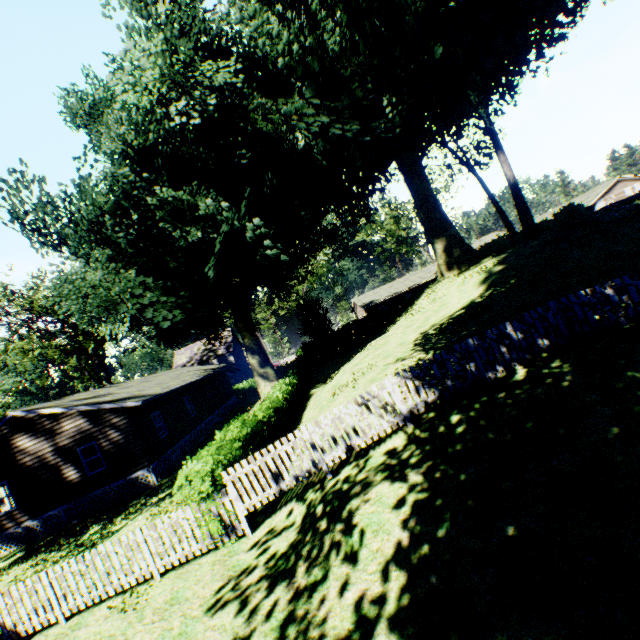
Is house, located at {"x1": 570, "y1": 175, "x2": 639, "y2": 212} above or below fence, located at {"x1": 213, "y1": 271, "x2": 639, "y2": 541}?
above

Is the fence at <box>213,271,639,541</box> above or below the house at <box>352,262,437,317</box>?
below

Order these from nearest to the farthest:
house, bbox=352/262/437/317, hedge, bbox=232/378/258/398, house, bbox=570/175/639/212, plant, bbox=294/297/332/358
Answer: plant, bbox=294/297/332/358, hedge, bbox=232/378/258/398, house, bbox=570/175/639/212, house, bbox=352/262/437/317

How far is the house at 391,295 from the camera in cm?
5219

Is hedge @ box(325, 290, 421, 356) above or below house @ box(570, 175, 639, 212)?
below

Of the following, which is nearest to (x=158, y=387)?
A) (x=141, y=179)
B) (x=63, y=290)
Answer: (x=141, y=179)

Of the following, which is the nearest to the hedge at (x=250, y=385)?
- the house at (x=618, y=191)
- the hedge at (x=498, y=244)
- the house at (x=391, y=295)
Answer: the house at (x=391, y=295)

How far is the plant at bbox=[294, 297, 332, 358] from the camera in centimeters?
4059cm
